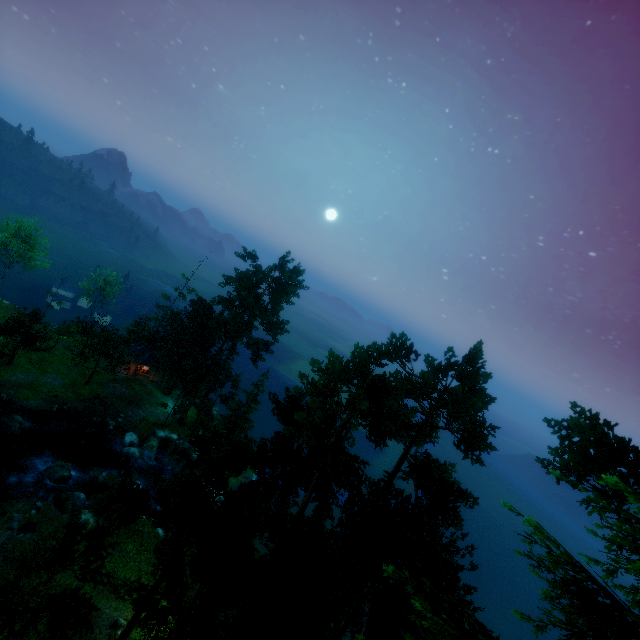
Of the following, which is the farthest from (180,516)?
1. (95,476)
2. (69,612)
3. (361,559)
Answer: (95,476)

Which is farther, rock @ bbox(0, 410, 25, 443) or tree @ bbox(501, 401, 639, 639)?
rock @ bbox(0, 410, 25, 443)

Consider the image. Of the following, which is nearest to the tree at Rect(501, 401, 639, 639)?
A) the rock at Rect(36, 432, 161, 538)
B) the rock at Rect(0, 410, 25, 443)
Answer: the rock at Rect(36, 432, 161, 538)

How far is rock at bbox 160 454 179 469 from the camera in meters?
38.9

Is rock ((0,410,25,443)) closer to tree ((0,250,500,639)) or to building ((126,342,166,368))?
tree ((0,250,500,639))

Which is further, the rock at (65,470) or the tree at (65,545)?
the rock at (65,470)

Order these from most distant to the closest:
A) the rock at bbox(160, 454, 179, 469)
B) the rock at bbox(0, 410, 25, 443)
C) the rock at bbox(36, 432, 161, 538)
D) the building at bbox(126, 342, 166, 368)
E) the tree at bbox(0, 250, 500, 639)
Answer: the building at bbox(126, 342, 166, 368), the rock at bbox(160, 454, 179, 469), the rock at bbox(0, 410, 25, 443), the rock at bbox(36, 432, 161, 538), the tree at bbox(0, 250, 500, 639)

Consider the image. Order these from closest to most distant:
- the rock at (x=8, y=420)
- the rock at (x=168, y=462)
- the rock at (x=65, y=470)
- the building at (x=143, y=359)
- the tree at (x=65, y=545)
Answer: the tree at (x=65, y=545) < the rock at (x=65, y=470) < the rock at (x=8, y=420) < the rock at (x=168, y=462) < the building at (x=143, y=359)
